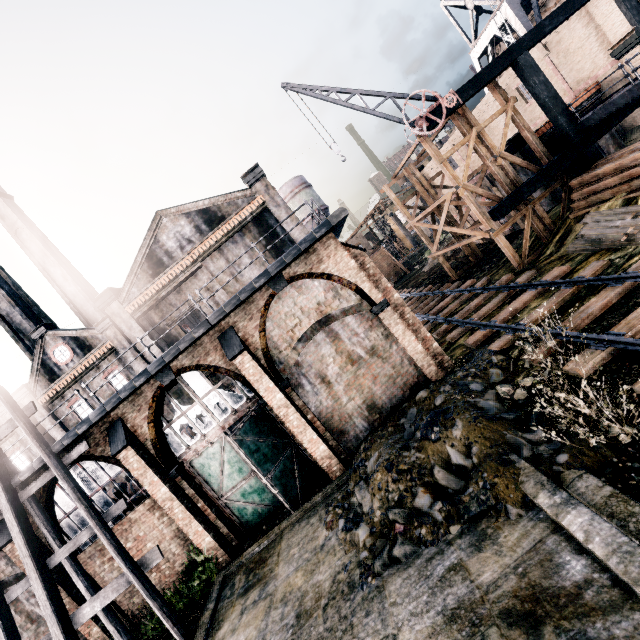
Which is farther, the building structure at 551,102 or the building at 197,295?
the building structure at 551,102

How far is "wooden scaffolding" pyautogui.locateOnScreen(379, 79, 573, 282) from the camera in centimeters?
1781cm

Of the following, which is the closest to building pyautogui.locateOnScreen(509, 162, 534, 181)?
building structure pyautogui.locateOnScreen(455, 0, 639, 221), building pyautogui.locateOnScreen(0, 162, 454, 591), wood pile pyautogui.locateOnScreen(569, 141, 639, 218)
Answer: building structure pyautogui.locateOnScreen(455, 0, 639, 221)

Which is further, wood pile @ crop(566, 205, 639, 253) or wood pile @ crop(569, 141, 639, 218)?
wood pile @ crop(569, 141, 639, 218)

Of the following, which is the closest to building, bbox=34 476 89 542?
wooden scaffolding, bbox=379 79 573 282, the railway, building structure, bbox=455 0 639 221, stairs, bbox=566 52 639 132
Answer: the railway

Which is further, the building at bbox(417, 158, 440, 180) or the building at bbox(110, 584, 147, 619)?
the building at bbox(417, 158, 440, 180)

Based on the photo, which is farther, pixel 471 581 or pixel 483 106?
pixel 483 106

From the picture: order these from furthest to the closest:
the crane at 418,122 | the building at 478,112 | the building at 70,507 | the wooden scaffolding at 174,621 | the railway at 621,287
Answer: the building at 478,112 → the crane at 418,122 → the building at 70,507 → the wooden scaffolding at 174,621 → the railway at 621,287
